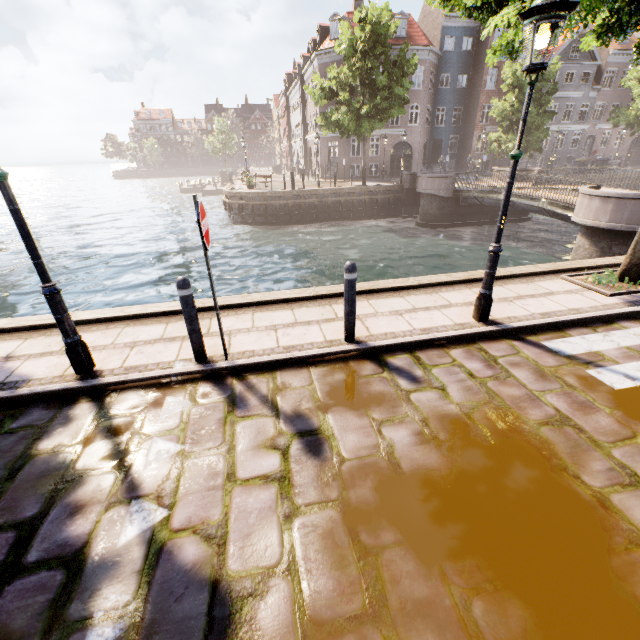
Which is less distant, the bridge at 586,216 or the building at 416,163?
the bridge at 586,216

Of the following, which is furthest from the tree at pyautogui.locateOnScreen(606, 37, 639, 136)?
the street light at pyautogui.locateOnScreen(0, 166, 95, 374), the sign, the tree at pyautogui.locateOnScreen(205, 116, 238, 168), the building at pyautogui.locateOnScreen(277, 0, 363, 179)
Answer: the tree at pyautogui.locateOnScreen(205, 116, 238, 168)

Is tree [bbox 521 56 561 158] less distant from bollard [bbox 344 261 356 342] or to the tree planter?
the tree planter

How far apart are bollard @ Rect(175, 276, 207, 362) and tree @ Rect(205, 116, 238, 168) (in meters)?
53.20

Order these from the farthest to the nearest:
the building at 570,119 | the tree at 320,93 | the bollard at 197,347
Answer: the building at 570,119 < the tree at 320,93 < the bollard at 197,347

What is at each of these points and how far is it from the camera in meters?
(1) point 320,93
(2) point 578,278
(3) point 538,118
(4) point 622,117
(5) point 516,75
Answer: (1) tree, 22.3 m
(2) tree planter, 6.3 m
(3) tree, 24.2 m
(4) tree, 27.9 m
(5) tree, 23.5 m

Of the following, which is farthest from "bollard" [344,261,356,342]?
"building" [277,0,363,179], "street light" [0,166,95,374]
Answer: "building" [277,0,363,179]

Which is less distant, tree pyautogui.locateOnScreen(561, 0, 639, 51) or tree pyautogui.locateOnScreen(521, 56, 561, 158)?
tree pyautogui.locateOnScreen(561, 0, 639, 51)
